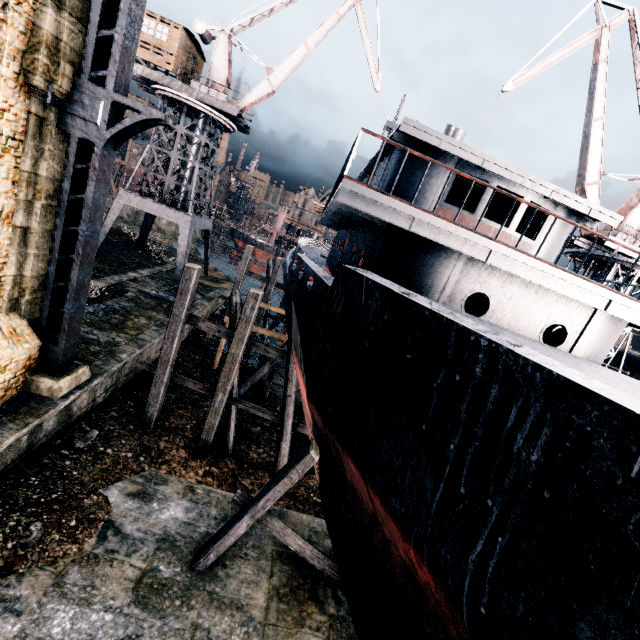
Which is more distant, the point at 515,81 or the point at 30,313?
the point at 515,81

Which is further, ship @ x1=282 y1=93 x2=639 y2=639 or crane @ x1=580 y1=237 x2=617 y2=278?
crane @ x1=580 y1=237 x2=617 y2=278

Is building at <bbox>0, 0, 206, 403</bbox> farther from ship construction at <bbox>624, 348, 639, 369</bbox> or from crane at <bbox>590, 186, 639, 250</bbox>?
crane at <bbox>590, 186, 639, 250</bbox>

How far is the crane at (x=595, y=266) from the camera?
21.9m

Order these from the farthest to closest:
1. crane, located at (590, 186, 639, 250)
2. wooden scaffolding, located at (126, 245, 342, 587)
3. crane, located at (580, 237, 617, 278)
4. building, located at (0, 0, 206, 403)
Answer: crane, located at (580, 237, 617, 278)
crane, located at (590, 186, 639, 250)
wooden scaffolding, located at (126, 245, 342, 587)
building, located at (0, 0, 206, 403)

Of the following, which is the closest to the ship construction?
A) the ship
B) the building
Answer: the ship

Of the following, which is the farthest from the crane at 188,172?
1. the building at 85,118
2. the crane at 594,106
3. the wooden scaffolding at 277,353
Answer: the building at 85,118

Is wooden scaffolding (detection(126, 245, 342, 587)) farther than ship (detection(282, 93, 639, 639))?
Yes
